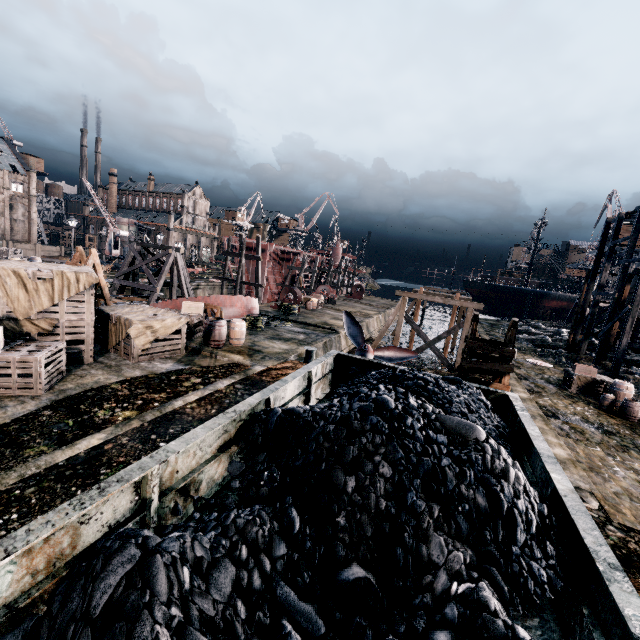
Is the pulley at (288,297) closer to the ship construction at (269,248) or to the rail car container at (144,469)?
the ship construction at (269,248)

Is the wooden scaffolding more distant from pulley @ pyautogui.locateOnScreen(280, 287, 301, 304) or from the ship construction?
the ship construction

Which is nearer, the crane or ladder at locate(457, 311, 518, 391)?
ladder at locate(457, 311, 518, 391)

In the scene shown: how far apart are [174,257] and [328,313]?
16.09m

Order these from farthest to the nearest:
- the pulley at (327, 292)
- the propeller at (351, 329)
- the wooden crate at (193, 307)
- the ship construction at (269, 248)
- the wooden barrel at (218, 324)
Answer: the ship construction at (269, 248) < the pulley at (327, 292) < the propeller at (351, 329) < the wooden crate at (193, 307) < the wooden barrel at (218, 324)

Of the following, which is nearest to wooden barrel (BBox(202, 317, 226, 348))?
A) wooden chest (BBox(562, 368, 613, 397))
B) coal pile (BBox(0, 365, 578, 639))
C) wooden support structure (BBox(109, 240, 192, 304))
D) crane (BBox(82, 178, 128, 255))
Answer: coal pile (BBox(0, 365, 578, 639))

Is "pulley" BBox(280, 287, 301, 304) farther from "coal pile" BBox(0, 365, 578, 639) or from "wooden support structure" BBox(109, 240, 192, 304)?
"coal pile" BBox(0, 365, 578, 639)

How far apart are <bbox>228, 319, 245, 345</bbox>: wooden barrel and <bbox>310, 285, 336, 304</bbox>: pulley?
25.63m
